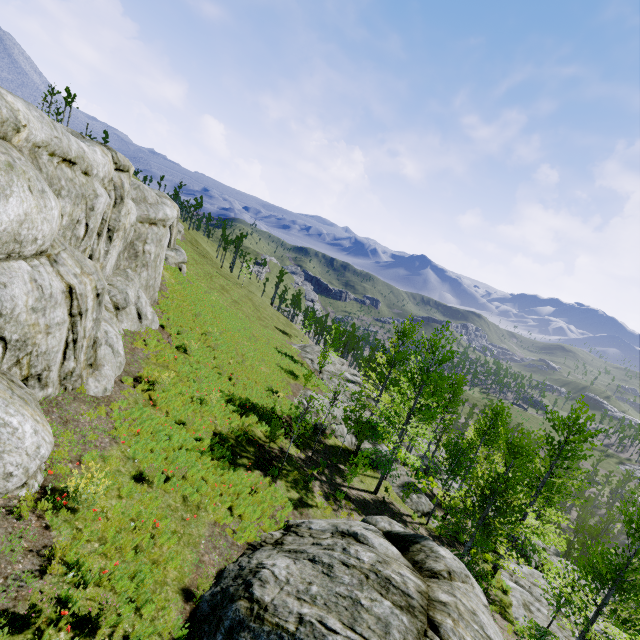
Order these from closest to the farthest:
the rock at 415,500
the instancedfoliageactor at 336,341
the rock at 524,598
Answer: the rock at 524,598 < the rock at 415,500 < the instancedfoliageactor at 336,341

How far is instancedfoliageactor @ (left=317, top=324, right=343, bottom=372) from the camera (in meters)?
30.46

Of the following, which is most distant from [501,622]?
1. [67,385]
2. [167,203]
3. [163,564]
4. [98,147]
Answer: [167,203]

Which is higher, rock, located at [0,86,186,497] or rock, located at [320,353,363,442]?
rock, located at [0,86,186,497]

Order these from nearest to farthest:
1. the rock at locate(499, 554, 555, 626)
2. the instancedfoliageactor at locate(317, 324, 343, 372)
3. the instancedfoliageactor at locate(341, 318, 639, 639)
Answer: the instancedfoliageactor at locate(341, 318, 639, 639) < the rock at locate(499, 554, 555, 626) < the instancedfoliageactor at locate(317, 324, 343, 372)

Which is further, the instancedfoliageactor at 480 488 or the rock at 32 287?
the instancedfoliageactor at 480 488

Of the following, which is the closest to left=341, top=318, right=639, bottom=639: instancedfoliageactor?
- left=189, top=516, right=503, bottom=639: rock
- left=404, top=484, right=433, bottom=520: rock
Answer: left=404, top=484, right=433, bottom=520: rock

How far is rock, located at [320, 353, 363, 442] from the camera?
24.8m
